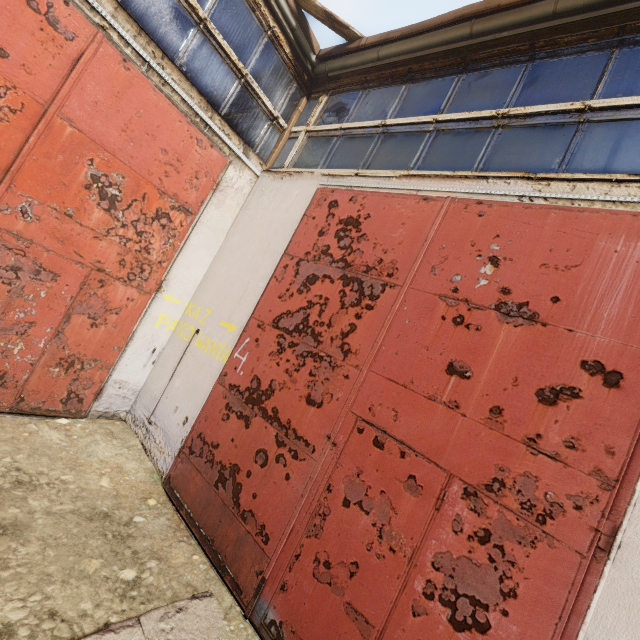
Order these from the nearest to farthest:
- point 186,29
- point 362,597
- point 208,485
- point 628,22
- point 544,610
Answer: point 544,610 → point 362,597 → point 628,22 → point 208,485 → point 186,29
